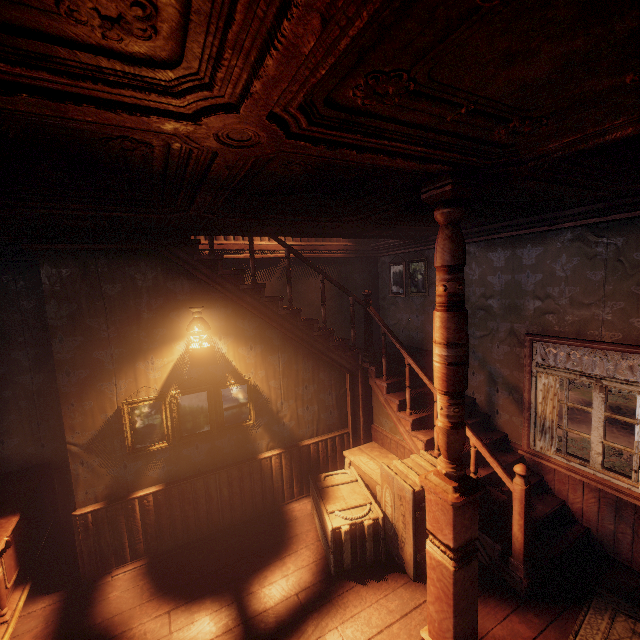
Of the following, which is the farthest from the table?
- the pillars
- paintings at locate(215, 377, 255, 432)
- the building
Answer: the pillars

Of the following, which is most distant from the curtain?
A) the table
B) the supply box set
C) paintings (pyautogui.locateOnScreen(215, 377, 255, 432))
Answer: the table

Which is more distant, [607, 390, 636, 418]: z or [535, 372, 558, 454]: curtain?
[607, 390, 636, 418]: z

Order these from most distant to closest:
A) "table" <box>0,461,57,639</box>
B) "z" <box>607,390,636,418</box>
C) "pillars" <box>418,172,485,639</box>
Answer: "z" <box>607,390,636,418</box> < "table" <box>0,461,57,639</box> < "pillars" <box>418,172,485,639</box>

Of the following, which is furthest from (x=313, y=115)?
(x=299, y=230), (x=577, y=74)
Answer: (x=299, y=230)

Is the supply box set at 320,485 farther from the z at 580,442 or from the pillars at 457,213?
the z at 580,442

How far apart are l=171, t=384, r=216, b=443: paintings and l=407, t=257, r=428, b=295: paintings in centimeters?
338cm

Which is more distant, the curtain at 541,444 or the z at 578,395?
the z at 578,395
